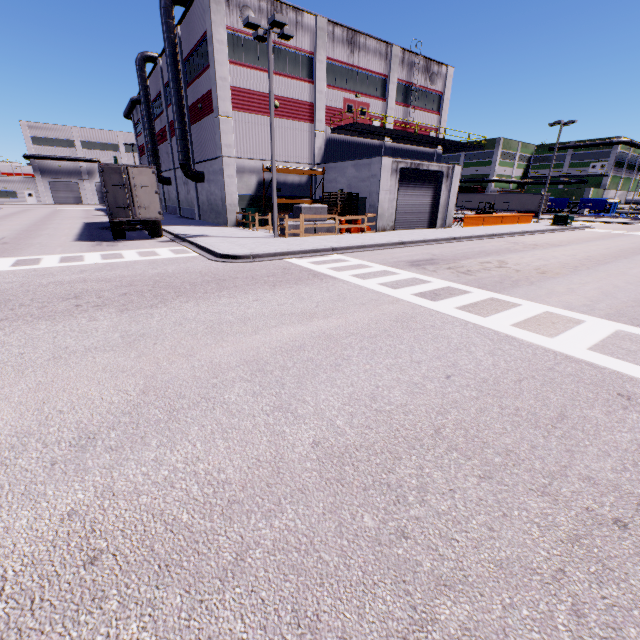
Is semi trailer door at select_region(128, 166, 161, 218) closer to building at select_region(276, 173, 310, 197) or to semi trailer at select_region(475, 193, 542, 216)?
semi trailer at select_region(475, 193, 542, 216)

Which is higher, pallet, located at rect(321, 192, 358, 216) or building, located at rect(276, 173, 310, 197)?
building, located at rect(276, 173, 310, 197)

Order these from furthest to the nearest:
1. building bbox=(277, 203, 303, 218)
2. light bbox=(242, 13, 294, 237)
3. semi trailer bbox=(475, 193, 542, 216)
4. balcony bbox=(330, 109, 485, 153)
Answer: semi trailer bbox=(475, 193, 542, 216) → building bbox=(277, 203, 303, 218) → balcony bbox=(330, 109, 485, 153) → light bbox=(242, 13, 294, 237)

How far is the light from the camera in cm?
1462

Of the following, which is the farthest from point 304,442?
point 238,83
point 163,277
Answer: point 238,83

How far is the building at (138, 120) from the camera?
45.3 meters

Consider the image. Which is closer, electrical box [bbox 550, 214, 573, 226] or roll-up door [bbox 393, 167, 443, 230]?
roll-up door [bbox 393, 167, 443, 230]
